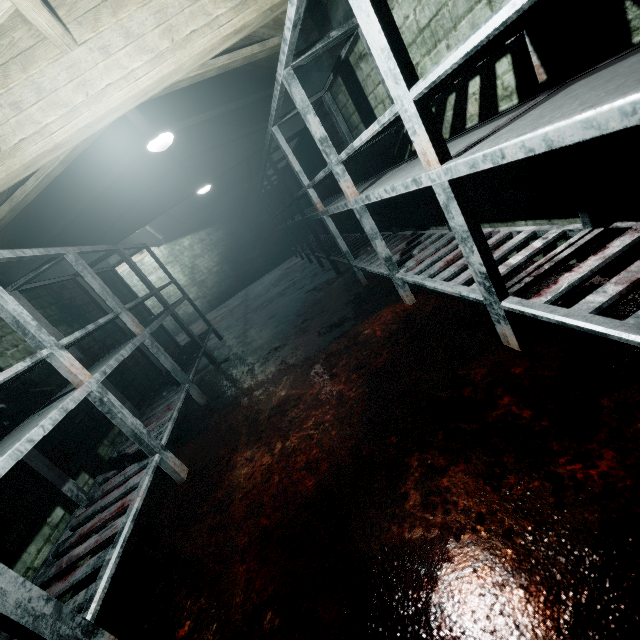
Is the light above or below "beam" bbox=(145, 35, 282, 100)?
above

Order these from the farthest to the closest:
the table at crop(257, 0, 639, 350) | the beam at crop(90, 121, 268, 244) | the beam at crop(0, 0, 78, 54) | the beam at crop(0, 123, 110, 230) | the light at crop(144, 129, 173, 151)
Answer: the beam at crop(90, 121, 268, 244) → the light at crop(144, 129, 173, 151) → the beam at crop(0, 123, 110, 230) → the beam at crop(0, 0, 78, 54) → the table at crop(257, 0, 639, 350)

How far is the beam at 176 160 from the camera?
4.29m

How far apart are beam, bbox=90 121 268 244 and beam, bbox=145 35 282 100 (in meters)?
0.21

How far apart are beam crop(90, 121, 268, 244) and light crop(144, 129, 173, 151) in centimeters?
2cm

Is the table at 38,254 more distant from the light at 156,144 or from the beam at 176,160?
the light at 156,144

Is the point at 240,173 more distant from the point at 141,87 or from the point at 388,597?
the point at 388,597

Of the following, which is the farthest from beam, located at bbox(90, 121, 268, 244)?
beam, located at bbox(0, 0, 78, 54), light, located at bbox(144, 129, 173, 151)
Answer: beam, located at bbox(0, 0, 78, 54)
